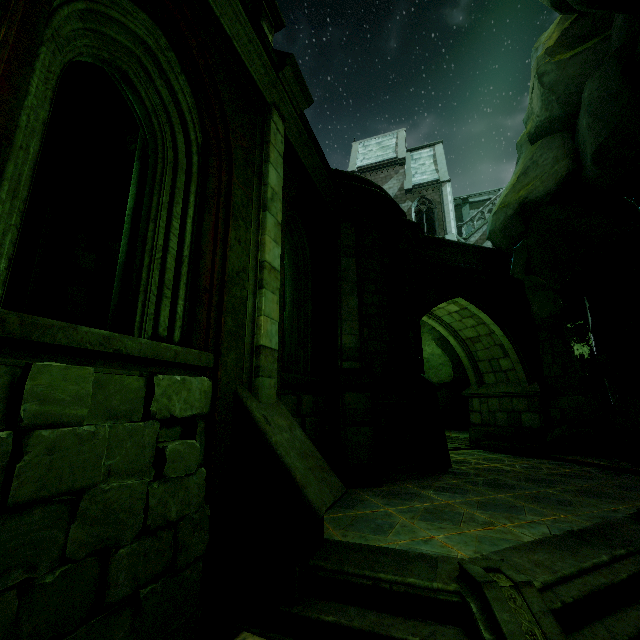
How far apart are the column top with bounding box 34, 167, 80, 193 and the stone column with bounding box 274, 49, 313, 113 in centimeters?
416cm

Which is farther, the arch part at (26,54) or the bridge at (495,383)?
the bridge at (495,383)

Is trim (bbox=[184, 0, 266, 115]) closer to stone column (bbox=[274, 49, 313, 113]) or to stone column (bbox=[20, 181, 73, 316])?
stone column (bbox=[274, 49, 313, 113])

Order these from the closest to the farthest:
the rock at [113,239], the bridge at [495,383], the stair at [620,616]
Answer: the stair at [620,616]
the rock at [113,239]
the bridge at [495,383]

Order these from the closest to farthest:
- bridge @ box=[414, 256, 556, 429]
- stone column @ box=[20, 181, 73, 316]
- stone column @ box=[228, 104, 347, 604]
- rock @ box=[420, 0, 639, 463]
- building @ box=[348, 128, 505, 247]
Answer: stone column @ box=[228, 104, 347, 604], stone column @ box=[20, 181, 73, 316], rock @ box=[420, 0, 639, 463], bridge @ box=[414, 256, 556, 429], building @ box=[348, 128, 505, 247]

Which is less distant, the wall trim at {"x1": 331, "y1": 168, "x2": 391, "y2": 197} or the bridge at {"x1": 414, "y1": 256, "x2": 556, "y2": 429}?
the wall trim at {"x1": 331, "y1": 168, "x2": 391, "y2": 197}

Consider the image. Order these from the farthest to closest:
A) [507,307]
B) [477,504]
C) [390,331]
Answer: [507,307] < [390,331] < [477,504]

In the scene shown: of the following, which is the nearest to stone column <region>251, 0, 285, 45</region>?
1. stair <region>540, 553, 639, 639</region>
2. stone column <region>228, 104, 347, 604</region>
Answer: stone column <region>228, 104, 347, 604</region>
